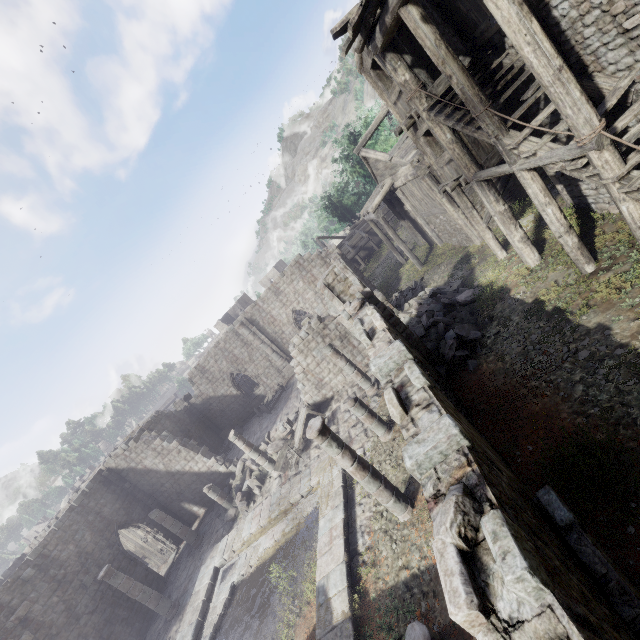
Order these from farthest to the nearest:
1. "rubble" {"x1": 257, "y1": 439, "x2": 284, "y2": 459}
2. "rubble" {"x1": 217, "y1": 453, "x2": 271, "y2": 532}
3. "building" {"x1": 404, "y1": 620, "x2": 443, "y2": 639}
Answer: "rubble" {"x1": 257, "y1": 439, "x2": 284, "y2": 459} < "rubble" {"x1": 217, "y1": 453, "x2": 271, "y2": 532} < "building" {"x1": 404, "y1": 620, "x2": 443, "y2": 639}

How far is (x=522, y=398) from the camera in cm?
836

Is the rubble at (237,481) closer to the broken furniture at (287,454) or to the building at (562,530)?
the building at (562,530)

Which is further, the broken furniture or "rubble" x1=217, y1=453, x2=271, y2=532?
"rubble" x1=217, y1=453, x2=271, y2=532

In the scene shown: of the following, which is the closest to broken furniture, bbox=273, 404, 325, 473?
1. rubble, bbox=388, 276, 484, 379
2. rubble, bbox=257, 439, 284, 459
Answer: rubble, bbox=257, 439, 284, 459

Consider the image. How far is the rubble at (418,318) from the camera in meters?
11.5 m

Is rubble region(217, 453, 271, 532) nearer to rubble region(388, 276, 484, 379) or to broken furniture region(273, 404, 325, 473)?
broken furniture region(273, 404, 325, 473)
